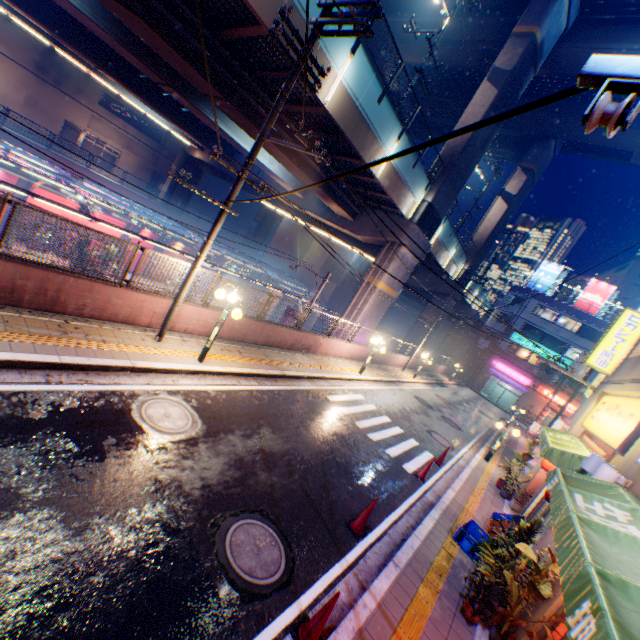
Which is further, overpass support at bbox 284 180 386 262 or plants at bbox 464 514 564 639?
overpass support at bbox 284 180 386 262

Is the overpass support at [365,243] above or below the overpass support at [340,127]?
below

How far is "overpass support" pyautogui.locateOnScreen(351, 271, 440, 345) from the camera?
21.38m

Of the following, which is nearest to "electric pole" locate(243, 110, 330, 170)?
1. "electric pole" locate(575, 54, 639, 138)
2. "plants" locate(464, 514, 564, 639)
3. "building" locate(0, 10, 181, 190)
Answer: "electric pole" locate(575, 54, 639, 138)

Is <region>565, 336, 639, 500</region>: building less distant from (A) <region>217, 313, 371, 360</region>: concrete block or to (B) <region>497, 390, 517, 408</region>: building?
(A) <region>217, 313, 371, 360</region>: concrete block

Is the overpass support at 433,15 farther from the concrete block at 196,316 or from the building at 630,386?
the building at 630,386

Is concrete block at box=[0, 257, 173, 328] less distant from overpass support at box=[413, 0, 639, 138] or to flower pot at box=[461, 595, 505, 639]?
overpass support at box=[413, 0, 639, 138]

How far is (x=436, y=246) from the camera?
25.64m
